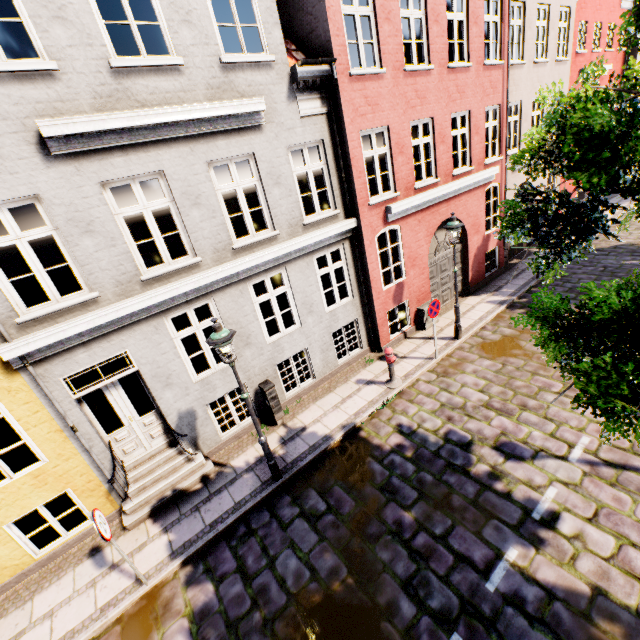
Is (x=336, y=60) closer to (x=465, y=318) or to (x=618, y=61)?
(x=465, y=318)

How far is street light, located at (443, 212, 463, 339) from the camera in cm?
876

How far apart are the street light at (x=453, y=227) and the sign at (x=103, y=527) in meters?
9.7

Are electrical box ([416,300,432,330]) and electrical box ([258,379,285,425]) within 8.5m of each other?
yes

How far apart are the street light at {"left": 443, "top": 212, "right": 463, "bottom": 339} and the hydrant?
2.7m

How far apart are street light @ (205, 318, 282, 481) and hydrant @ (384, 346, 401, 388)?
3.7 meters

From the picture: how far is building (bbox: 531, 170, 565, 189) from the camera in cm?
1490

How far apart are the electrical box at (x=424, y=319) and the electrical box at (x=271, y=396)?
5.8 meters
